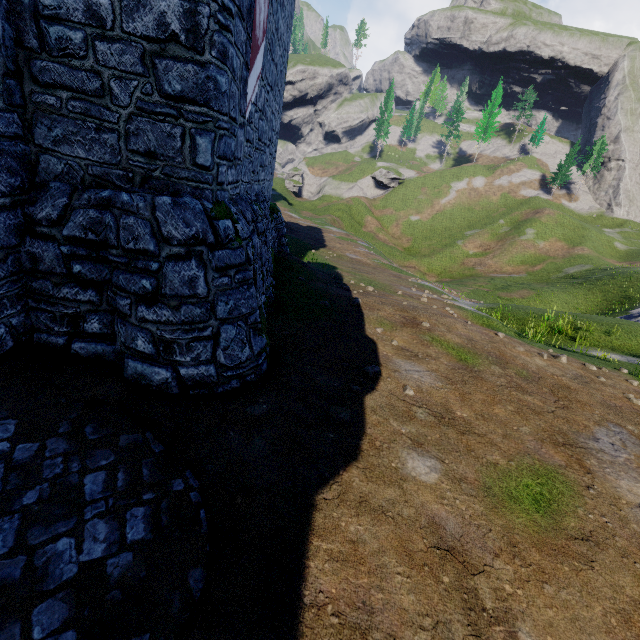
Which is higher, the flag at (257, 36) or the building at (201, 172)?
the flag at (257, 36)

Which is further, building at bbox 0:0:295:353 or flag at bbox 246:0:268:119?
flag at bbox 246:0:268:119

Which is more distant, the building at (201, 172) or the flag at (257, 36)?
the flag at (257, 36)

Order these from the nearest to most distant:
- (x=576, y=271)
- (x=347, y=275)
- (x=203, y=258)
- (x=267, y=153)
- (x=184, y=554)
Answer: (x=184, y=554) → (x=203, y=258) → (x=267, y=153) → (x=347, y=275) → (x=576, y=271)

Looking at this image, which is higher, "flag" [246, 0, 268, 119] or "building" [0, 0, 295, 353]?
"flag" [246, 0, 268, 119]
